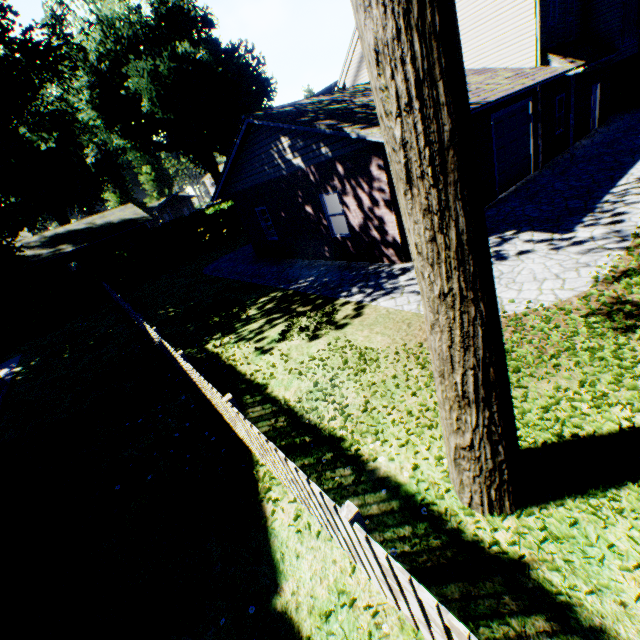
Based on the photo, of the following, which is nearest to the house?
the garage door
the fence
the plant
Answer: the plant

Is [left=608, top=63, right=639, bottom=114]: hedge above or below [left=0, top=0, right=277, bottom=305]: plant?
below

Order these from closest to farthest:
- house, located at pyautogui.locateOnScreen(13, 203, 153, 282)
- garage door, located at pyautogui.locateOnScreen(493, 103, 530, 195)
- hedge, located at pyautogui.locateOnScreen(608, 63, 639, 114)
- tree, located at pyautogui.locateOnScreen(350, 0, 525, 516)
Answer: tree, located at pyautogui.locateOnScreen(350, 0, 525, 516)
garage door, located at pyautogui.locateOnScreen(493, 103, 530, 195)
hedge, located at pyautogui.locateOnScreen(608, 63, 639, 114)
house, located at pyautogui.locateOnScreen(13, 203, 153, 282)

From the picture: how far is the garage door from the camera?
12.33m

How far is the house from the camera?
28.5 meters

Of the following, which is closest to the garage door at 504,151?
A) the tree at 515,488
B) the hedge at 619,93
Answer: the tree at 515,488

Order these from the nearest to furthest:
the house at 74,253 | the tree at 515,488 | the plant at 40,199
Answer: the tree at 515,488 < the plant at 40,199 < the house at 74,253

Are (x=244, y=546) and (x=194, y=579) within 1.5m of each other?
yes
